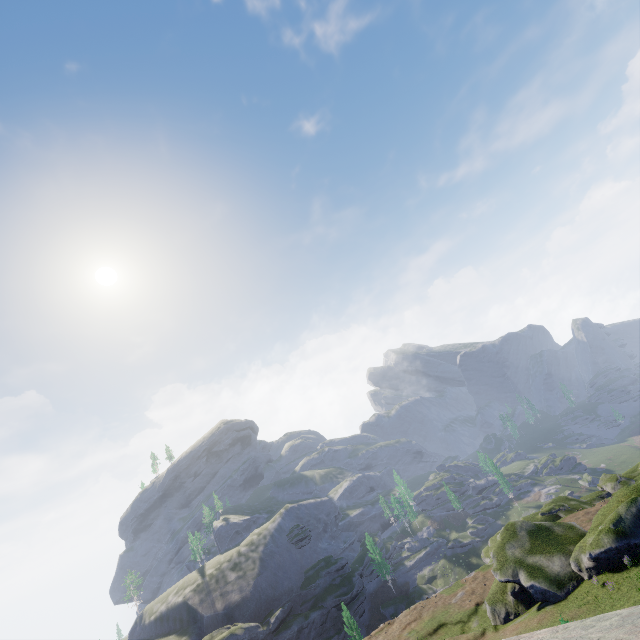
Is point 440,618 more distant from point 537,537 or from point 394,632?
point 537,537
